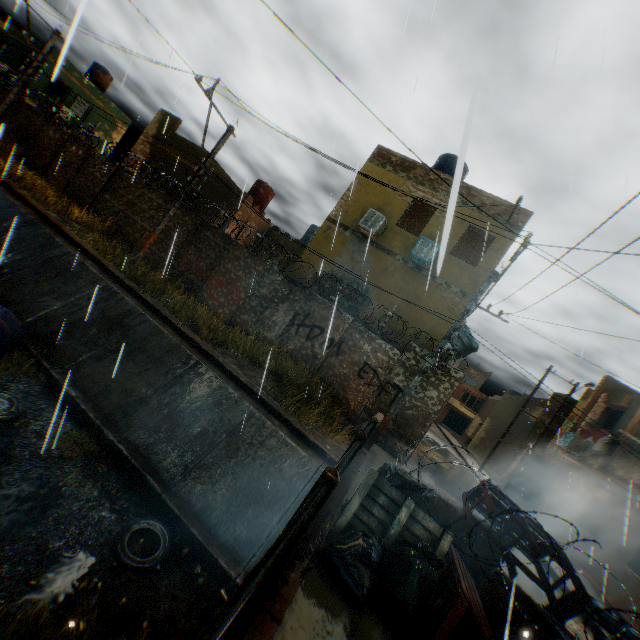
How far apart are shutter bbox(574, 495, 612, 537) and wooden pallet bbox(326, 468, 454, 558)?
15.8 meters

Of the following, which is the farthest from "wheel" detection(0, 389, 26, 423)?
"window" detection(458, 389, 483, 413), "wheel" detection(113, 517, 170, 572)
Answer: "window" detection(458, 389, 483, 413)

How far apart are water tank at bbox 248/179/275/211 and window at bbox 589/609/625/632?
23.1 meters

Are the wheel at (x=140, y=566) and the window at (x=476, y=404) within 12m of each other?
no

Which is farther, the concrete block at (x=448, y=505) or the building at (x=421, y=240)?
the building at (x=421, y=240)

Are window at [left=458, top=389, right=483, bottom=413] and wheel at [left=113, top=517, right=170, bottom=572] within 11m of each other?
no

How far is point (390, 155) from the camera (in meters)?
13.98

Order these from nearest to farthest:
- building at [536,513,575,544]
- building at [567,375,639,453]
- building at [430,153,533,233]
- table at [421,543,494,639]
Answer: table at [421,543,494,639]
building at [430,153,533,233]
building at [567,375,639,453]
building at [536,513,575,544]
